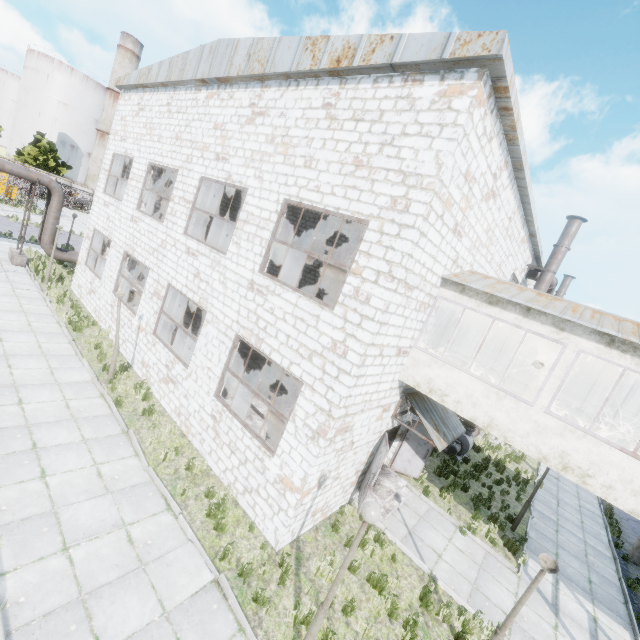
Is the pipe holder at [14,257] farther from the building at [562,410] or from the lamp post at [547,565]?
the lamp post at [547,565]

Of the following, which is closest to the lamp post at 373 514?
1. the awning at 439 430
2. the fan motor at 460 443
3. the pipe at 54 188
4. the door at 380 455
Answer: the door at 380 455

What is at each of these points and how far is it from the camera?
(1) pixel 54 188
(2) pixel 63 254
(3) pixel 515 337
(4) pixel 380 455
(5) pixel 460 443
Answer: (1) pipe, 18.3 meters
(2) pipe, 19.9 meters
(3) pipe, 15.9 meters
(4) door, 9.5 meters
(5) fan motor, 16.5 meters

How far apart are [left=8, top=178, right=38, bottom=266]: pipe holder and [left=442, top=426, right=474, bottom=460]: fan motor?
25.6 meters

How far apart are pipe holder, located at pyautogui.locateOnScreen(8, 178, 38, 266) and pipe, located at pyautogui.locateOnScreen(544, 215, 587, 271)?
26.3m

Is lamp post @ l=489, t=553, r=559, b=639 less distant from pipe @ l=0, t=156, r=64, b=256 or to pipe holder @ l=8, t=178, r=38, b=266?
A: pipe @ l=0, t=156, r=64, b=256

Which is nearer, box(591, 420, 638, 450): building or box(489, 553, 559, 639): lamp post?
box(489, 553, 559, 639): lamp post

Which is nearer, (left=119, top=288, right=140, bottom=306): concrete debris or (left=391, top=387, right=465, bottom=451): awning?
(left=391, top=387, right=465, bottom=451): awning
